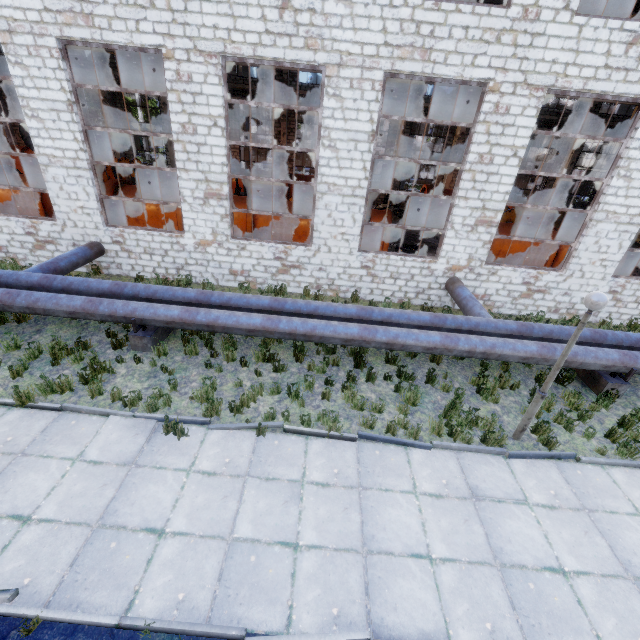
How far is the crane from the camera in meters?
21.2 m

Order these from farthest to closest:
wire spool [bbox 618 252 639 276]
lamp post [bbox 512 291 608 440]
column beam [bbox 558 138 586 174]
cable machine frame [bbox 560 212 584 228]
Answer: column beam [bbox 558 138 586 174]
cable machine frame [bbox 560 212 584 228]
wire spool [bbox 618 252 639 276]
lamp post [bbox 512 291 608 440]

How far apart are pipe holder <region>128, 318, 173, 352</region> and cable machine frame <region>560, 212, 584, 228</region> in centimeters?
2641cm

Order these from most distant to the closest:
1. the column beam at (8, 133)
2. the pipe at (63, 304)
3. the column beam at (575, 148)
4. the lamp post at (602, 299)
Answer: the column beam at (8, 133) → the column beam at (575, 148) → the pipe at (63, 304) → the lamp post at (602, 299)

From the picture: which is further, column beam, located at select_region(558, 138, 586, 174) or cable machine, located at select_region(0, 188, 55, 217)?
column beam, located at select_region(558, 138, 586, 174)

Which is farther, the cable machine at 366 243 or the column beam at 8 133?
the column beam at 8 133

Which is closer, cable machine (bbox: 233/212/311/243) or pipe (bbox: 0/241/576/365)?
pipe (bbox: 0/241/576/365)

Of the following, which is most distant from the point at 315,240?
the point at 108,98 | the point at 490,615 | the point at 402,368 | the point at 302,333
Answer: the point at 108,98
